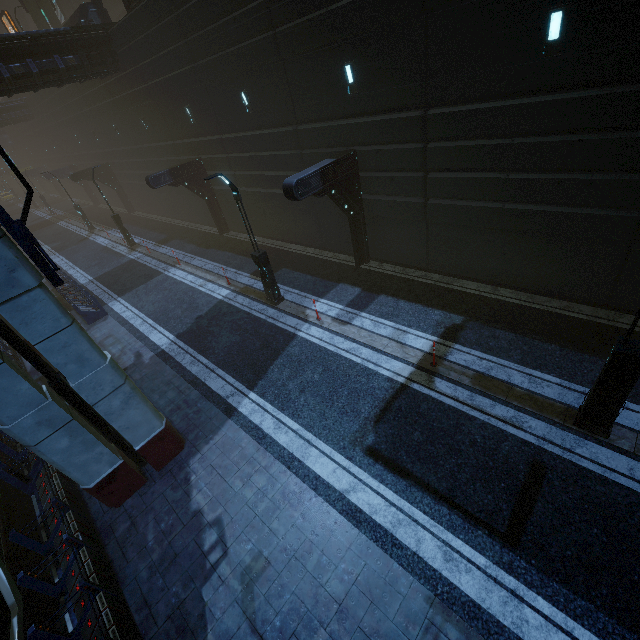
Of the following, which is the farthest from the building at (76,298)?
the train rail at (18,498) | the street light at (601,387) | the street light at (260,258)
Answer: the street light at (601,387)

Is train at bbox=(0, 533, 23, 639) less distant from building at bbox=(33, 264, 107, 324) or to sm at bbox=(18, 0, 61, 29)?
→ building at bbox=(33, 264, 107, 324)

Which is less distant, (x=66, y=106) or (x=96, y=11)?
(x=96, y=11)

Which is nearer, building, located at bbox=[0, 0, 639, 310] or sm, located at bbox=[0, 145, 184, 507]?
sm, located at bbox=[0, 145, 184, 507]

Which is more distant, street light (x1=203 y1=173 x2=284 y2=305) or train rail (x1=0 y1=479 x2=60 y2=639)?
street light (x1=203 y1=173 x2=284 y2=305)

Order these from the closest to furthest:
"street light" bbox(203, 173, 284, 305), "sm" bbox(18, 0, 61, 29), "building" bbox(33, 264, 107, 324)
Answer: "street light" bbox(203, 173, 284, 305) < "building" bbox(33, 264, 107, 324) < "sm" bbox(18, 0, 61, 29)

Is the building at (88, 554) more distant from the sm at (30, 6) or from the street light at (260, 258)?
the street light at (260, 258)

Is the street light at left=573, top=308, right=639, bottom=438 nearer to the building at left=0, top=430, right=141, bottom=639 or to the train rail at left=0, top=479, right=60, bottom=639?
the building at left=0, top=430, right=141, bottom=639
